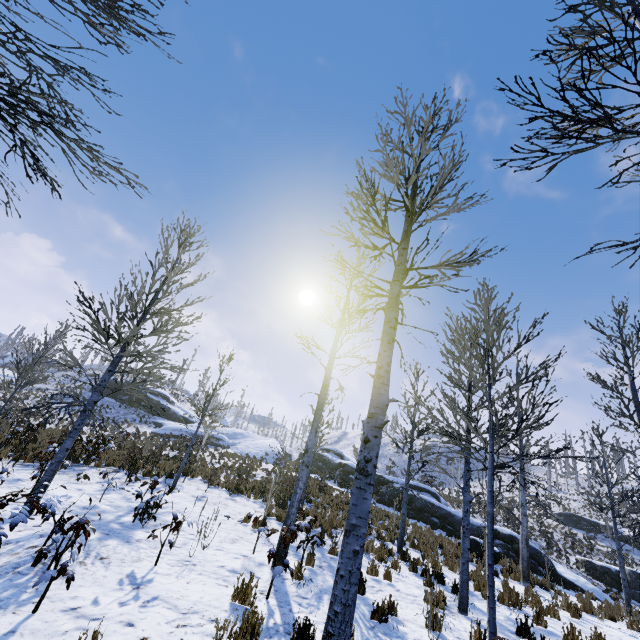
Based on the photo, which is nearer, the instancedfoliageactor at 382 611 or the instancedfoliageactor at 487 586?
the instancedfoliageactor at 487 586

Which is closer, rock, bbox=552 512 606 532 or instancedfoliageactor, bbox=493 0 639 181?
instancedfoliageactor, bbox=493 0 639 181

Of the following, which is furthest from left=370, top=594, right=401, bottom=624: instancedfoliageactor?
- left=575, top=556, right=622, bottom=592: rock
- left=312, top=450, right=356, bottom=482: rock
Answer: left=575, top=556, right=622, bottom=592: rock

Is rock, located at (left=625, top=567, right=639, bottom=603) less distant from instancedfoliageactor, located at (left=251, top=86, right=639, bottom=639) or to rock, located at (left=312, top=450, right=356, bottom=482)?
rock, located at (left=312, top=450, right=356, bottom=482)

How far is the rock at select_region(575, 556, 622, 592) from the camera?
22.17m

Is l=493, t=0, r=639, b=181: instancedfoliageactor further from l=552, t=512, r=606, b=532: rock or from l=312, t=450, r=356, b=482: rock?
l=552, t=512, r=606, b=532: rock

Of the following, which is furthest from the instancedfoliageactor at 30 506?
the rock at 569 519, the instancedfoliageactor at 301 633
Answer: the rock at 569 519

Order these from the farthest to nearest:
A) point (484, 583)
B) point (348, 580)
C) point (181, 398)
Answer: point (181, 398)
point (484, 583)
point (348, 580)
